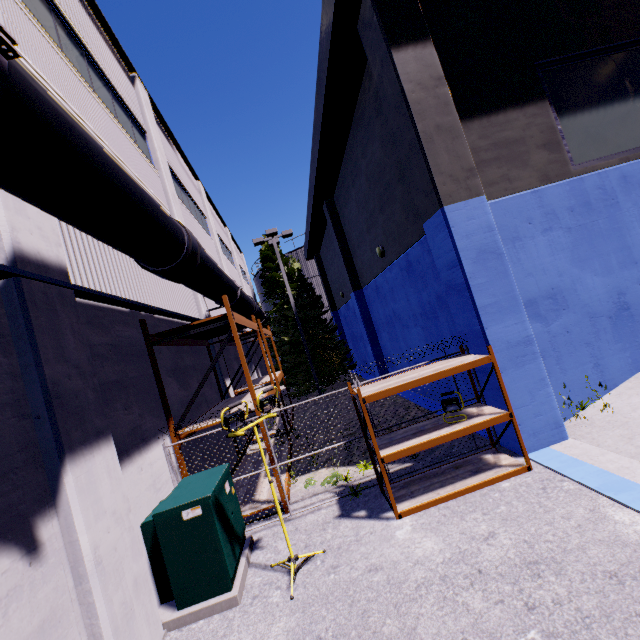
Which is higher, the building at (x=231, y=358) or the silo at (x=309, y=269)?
the silo at (x=309, y=269)

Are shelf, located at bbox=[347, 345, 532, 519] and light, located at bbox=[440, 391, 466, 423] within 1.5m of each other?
yes

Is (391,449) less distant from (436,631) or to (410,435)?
(410,435)

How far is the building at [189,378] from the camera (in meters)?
7.31

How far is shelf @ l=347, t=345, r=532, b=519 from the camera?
5.50m

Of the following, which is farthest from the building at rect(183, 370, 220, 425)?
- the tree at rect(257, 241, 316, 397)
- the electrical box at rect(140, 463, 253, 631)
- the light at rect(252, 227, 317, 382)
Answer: the light at rect(252, 227, 317, 382)

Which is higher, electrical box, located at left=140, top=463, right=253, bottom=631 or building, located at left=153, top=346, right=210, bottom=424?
building, located at left=153, top=346, right=210, bottom=424

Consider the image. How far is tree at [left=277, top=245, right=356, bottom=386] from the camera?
20.53m
